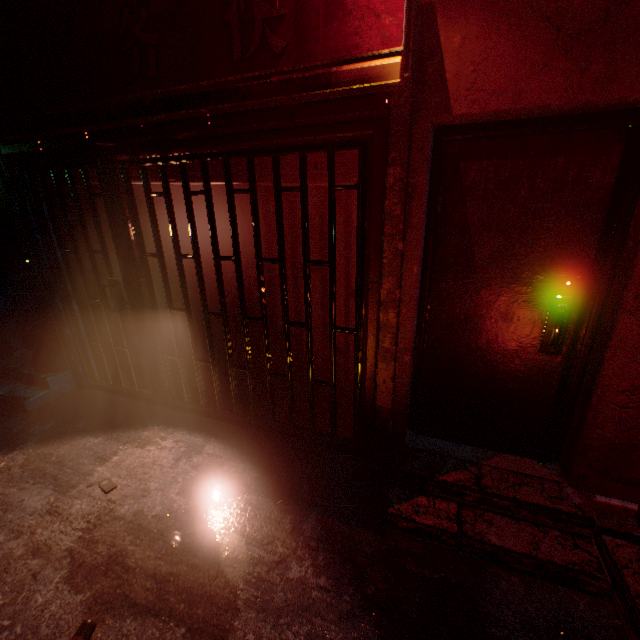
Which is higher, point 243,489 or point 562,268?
point 562,268

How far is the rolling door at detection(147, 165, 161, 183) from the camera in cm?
250

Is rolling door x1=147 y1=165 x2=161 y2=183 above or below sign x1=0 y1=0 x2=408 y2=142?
below

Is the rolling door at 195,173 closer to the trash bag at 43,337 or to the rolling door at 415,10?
the rolling door at 415,10

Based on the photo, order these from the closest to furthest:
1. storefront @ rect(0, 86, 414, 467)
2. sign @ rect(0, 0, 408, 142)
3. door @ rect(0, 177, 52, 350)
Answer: sign @ rect(0, 0, 408, 142) → storefront @ rect(0, 86, 414, 467) → door @ rect(0, 177, 52, 350)

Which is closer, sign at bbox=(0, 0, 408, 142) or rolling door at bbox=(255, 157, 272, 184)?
sign at bbox=(0, 0, 408, 142)

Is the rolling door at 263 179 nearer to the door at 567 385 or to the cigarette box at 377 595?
the door at 567 385

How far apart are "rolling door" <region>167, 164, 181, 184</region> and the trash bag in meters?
2.2
